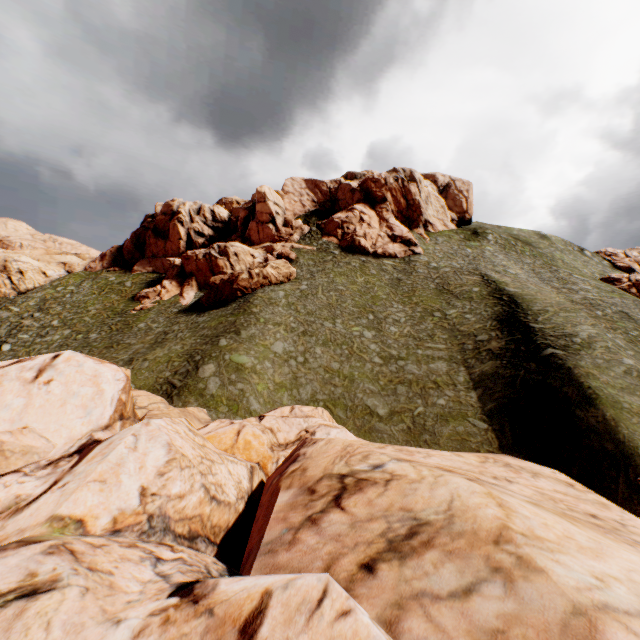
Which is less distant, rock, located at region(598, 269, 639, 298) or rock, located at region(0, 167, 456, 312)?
rock, located at region(0, 167, 456, 312)

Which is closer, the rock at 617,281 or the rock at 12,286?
the rock at 12,286

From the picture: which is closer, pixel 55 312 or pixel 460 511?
pixel 460 511

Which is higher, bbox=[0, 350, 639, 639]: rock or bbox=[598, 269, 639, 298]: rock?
bbox=[598, 269, 639, 298]: rock

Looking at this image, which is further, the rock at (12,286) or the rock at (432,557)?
the rock at (12,286)

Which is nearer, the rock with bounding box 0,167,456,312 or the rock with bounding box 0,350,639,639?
the rock with bounding box 0,350,639,639

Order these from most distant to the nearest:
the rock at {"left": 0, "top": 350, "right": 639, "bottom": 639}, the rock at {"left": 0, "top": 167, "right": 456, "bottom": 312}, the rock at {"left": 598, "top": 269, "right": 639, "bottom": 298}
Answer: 1. the rock at {"left": 598, "top": 269, "right": 639, "bottom": 298}
2. the rock at {"left": 0, "top": 167, "right": 456, "bottom": 312}
3. the rock at {"left": 0, "top": 350, "right": 639, "bottom": 639}

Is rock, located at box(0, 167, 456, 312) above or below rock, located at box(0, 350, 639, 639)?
above
